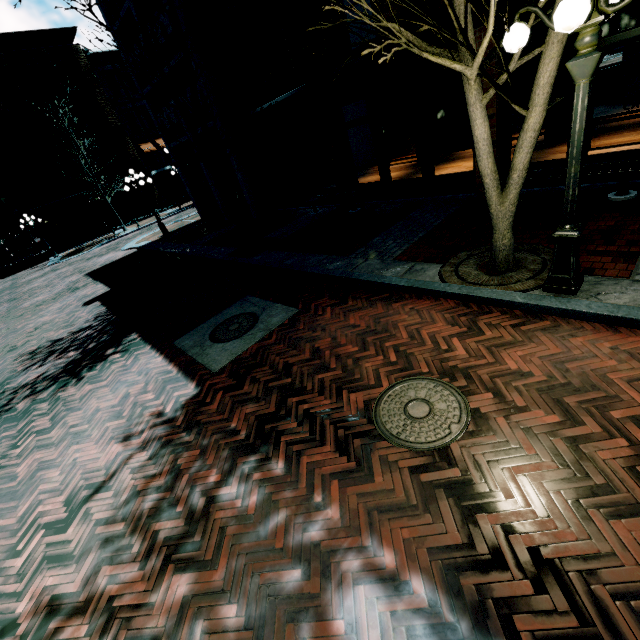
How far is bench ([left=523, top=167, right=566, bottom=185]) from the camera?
6.6m

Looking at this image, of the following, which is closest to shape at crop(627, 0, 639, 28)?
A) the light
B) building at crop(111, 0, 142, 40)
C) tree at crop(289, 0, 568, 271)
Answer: building at crop(111, 0, 142, 40)

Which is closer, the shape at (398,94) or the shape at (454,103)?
the shape at (454,103)

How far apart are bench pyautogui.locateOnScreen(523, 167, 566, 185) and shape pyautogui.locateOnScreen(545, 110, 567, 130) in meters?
5.2

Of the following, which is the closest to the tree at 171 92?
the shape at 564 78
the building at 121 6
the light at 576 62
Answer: the building at 121 6

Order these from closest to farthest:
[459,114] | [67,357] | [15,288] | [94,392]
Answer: [94,392]
[67,357]
[459,114]
[15,288]

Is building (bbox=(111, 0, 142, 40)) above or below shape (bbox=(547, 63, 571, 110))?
above

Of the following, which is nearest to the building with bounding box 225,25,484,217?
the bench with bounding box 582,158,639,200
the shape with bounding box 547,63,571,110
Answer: the bench with bounding box 582,158,639,200
